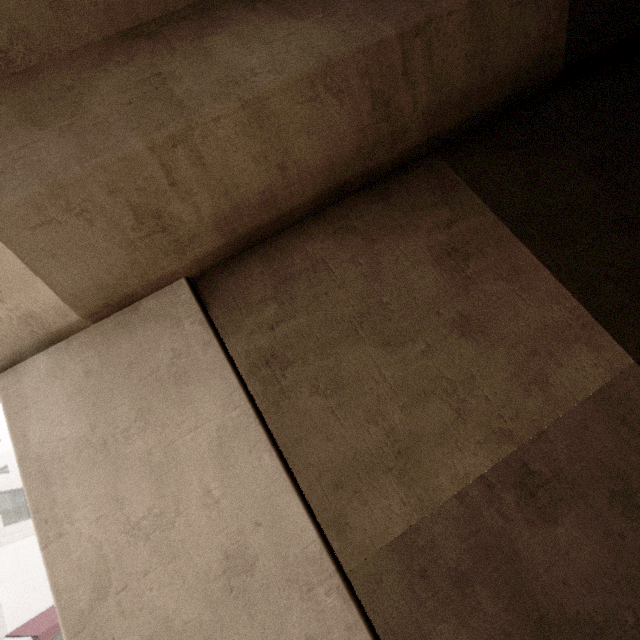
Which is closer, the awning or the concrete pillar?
the concrete pillar

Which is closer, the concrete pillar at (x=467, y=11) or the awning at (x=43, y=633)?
the concrete pillar at (x=467, y=11)

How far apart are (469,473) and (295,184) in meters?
3.1
